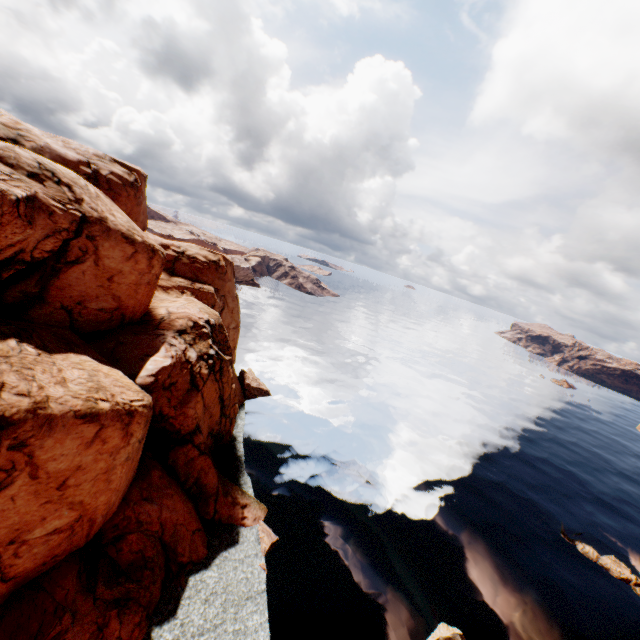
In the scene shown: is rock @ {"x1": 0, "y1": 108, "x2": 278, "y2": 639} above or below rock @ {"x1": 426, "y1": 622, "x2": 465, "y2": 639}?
above

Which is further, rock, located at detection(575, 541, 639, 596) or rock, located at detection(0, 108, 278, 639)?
rock, located at detection(575, 541, 639, 596)

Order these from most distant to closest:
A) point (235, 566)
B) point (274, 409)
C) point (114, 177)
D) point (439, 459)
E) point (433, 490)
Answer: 1. point (439, 459)
2. point (274, 409)
3. point (433, 490)
4. point (114, 177)
5. point (235, 566)

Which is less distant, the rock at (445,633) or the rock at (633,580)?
the rock at (445,633)

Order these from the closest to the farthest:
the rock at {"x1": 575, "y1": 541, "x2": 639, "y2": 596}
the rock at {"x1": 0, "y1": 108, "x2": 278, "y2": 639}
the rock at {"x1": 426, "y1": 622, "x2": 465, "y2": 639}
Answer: the rock at {"x1": 0, "y1": 108, "x2": 278, "y2": 639} < the rock at {"x1": 426, "y1": 622, "x2": 465, "y2": 639} < the rock at {"x1": 575, "y1": 541, "x2": 639, "y2": 596}

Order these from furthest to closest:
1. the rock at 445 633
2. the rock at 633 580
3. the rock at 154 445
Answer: the rock at 633 580 < the rock at 445 633 < the rock at 154 445

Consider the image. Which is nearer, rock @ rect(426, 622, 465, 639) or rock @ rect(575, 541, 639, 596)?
rock @ rect(426, 622, 465, 639)

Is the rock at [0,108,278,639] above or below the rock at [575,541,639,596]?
above
